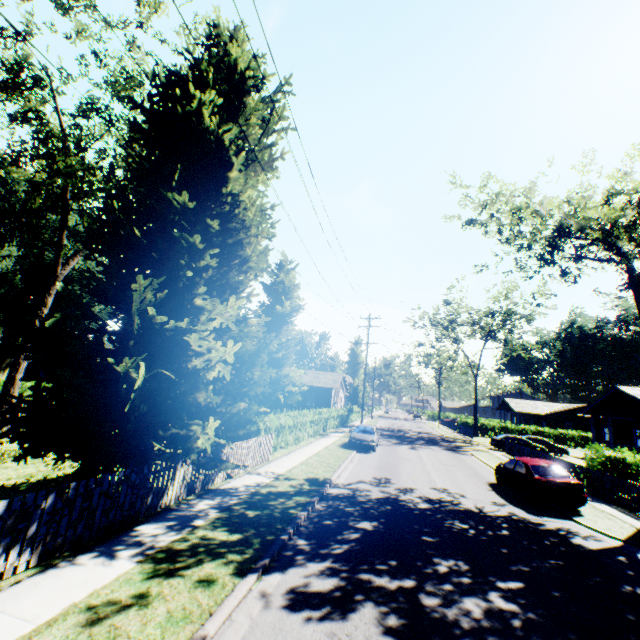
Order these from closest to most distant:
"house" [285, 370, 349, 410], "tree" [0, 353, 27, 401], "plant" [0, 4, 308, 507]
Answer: "plant" [0, 4, 308, 507]
"tree" [0, 353, 27, 401]
"house" [285, 370, 349, 410]

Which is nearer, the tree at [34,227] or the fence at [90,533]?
the fence at [90,533]

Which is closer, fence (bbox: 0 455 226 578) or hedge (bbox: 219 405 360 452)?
fence (bbox: 0 455 226 578)

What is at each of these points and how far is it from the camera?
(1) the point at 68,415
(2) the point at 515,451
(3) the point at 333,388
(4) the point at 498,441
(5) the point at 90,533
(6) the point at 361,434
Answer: (1) plant, 6.83m
(2) fence, 26.80m
(3) house, 38.50m
(4) car, 32.12m
(5) fence, 6.58m
(6) car, 22.73m

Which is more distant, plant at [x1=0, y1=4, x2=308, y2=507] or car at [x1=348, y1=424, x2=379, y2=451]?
car at [x1=348, y1=424, x2=379, y2=451]

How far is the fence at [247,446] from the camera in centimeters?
1199cm

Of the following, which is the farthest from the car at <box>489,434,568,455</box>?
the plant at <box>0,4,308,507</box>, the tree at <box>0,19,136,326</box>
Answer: the tree at <box>0,19,136,326</box>

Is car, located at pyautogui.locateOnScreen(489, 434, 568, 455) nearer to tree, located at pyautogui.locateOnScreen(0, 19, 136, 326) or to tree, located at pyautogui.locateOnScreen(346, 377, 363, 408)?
tree, located at pyautogui.locateOnScreen(346, 377, 363, 408)
